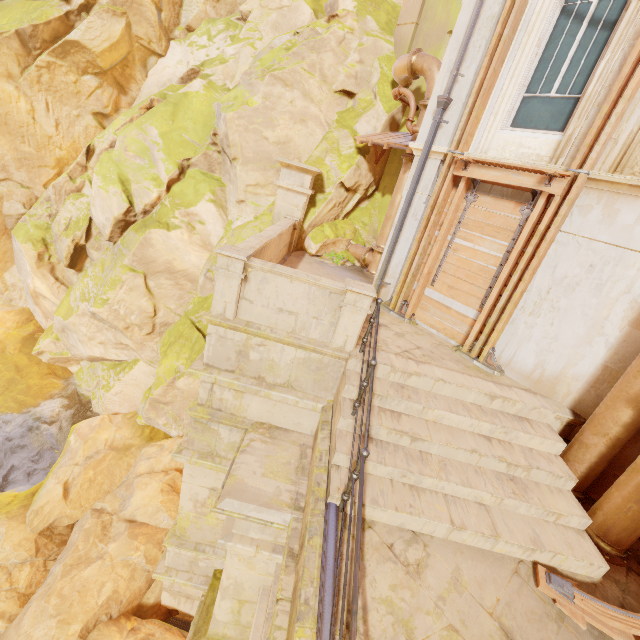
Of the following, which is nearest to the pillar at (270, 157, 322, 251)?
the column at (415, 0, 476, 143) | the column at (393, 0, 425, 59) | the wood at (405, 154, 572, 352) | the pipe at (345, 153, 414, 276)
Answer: the pipe at (345, 153, 414, 276)

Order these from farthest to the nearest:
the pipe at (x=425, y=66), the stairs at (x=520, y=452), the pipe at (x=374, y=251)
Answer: the pipe at (x=374, y=251) → the pipe at (x=425, y=66) → the stairs at (x=520, y=452)

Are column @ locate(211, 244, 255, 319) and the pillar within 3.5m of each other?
no

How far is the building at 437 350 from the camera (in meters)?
5.98

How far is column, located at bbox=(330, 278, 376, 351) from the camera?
4.98m

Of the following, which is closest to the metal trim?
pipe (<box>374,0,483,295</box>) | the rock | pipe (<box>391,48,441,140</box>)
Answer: pipe (<box>374,0,483,295</box>)

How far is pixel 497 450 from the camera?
4.8m

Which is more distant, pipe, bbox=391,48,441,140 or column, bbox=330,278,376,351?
pipe, bbox=391,48,441,140
